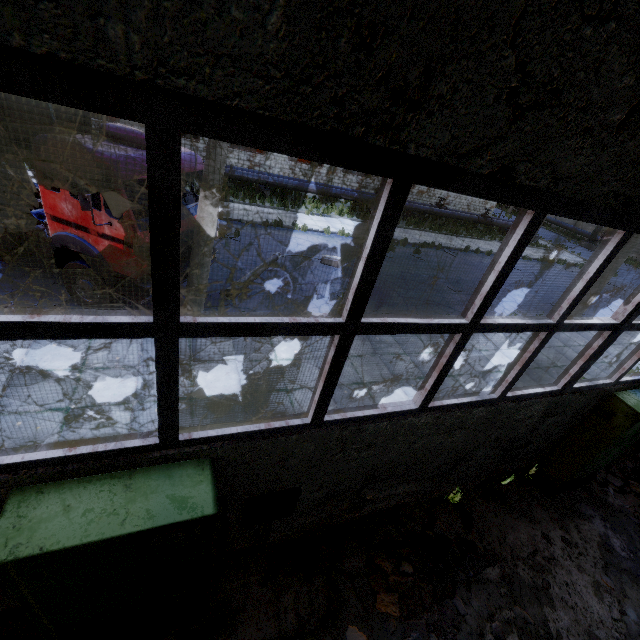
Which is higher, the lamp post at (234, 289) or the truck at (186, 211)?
the truck at (186, 211)

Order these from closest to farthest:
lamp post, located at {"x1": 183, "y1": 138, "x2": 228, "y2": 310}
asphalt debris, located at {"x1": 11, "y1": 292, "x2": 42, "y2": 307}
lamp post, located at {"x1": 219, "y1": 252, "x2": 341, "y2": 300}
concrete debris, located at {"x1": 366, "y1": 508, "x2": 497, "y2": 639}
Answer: concrete debris, located at {"x1": 366, "y1": 508, "x2": 497, "y2": 639}
lamp post, located at {"x1": 183, "y1": 138, "x2": 228, "y2": 310}
asphalt debris, located at {"x1": 11, "y1": 292, "x2": 42, "y2": 307}
lamp post, located at {"x1": 219, "y1": 252, "x2": 341, "y2": 300}

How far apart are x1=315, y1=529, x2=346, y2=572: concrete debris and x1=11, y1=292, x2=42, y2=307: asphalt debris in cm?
735

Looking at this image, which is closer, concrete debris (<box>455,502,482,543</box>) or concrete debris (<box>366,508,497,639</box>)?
concrete debris (<box>366,508,497,639</box>)

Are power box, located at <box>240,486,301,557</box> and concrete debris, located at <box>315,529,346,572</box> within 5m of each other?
yes

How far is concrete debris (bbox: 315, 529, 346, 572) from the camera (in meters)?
4.49

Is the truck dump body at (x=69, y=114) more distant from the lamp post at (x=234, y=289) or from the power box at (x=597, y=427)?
the power box at (x=597, y=427)

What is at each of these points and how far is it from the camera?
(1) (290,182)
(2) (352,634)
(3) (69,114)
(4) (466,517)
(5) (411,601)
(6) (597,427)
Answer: (1) pipe, 20.41m
(2) concrete debris, 3.96m
(3) truck dump body, 7.93m
(4) concrete debris, 5.61m
(5) concrete debris, 4.28m
(6) power box, 5.63m
